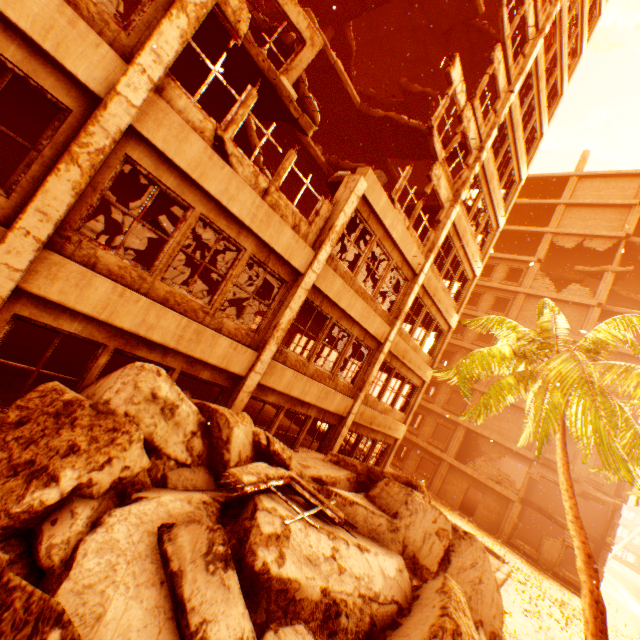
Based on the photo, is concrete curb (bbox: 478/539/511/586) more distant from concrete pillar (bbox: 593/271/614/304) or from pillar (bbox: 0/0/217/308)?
concrete pillar (bbox: 593/271/614/304)

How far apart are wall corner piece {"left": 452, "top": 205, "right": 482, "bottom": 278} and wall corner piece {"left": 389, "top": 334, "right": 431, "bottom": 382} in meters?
5.2 m

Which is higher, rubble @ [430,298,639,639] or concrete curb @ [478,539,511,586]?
rubble @ [430,298,639,639]

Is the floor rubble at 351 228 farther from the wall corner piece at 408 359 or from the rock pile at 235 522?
the rock pile at 235 522

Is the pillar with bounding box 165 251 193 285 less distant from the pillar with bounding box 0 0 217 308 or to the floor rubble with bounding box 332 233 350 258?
the floor rubble with bounding box 332 233 350 258

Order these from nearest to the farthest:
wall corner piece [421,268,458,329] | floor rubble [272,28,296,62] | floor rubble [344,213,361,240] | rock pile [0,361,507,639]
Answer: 1. rock pile [0,361,507,639]
2. floor rubble [272,28,296,62]
3. floor rubble [344,213,361,240]
4. wall corner piece [421,268,458,329]

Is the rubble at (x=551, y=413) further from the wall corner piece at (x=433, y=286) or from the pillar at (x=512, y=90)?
the pillar at (x=512, y=90)

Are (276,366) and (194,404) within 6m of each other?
yes
